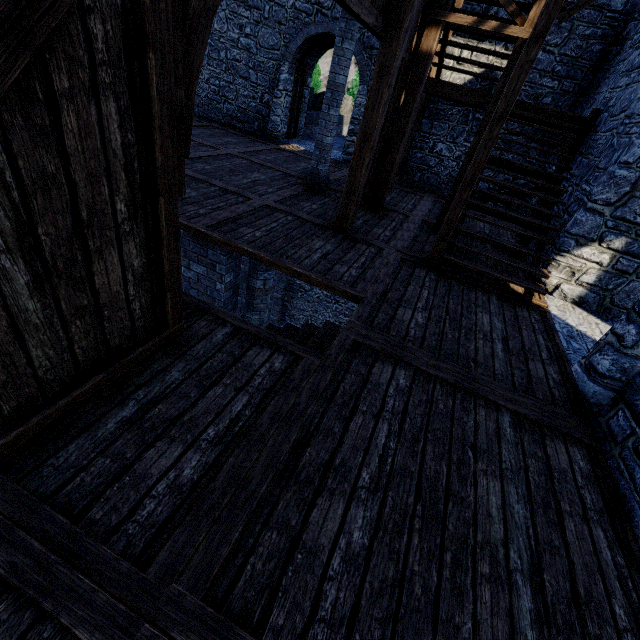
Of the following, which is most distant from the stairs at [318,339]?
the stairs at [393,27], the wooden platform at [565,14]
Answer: the wooden platform at [565,14]

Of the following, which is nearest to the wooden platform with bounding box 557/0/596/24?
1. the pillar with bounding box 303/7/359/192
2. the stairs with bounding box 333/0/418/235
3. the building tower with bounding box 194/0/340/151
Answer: the building tower with bounding box 194/0/340/151

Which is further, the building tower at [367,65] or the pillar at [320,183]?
the building tower at [367,65]

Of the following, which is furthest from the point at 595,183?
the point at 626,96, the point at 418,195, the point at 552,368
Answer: the point at 418,195

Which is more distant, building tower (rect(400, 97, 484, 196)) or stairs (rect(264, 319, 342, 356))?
building tower (rect(400, 97, 484, 196))

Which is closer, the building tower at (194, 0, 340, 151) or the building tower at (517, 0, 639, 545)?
the building tower at (517, 0, 639, 545)

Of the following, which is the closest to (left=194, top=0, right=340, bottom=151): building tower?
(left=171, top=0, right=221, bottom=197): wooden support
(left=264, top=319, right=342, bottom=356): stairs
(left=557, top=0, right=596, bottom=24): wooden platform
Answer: (left=557, top=0, right=596, bottom=24): wooden platform

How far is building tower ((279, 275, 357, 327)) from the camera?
16.0m
